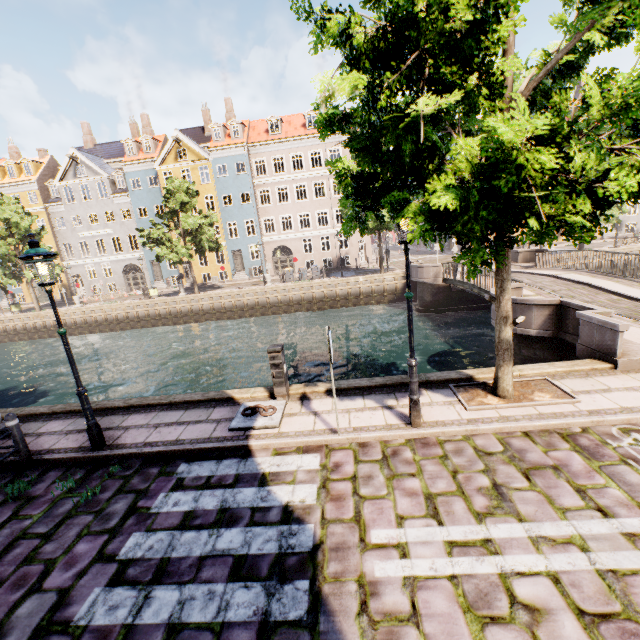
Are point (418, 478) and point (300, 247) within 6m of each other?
no

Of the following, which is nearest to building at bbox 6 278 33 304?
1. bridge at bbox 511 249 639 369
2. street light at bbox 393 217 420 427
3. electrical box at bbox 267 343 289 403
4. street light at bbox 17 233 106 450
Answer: street light at bbox 17 233 106 450

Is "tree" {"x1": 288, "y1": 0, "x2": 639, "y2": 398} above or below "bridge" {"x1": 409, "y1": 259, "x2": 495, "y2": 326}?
above

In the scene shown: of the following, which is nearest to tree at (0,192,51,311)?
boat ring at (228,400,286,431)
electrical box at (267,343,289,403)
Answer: electrical box at (267,343,289,403)

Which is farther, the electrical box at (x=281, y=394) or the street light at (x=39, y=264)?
the electrical box at (x=281, y=394)

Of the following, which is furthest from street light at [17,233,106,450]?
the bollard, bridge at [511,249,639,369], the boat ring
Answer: bridge at [511,249,639,369]

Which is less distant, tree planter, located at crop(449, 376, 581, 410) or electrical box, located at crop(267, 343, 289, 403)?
tree planter, located at crop(449, 376, 581, 410)

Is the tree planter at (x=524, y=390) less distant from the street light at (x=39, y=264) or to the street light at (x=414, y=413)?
the street light at (x=414, y=413)
